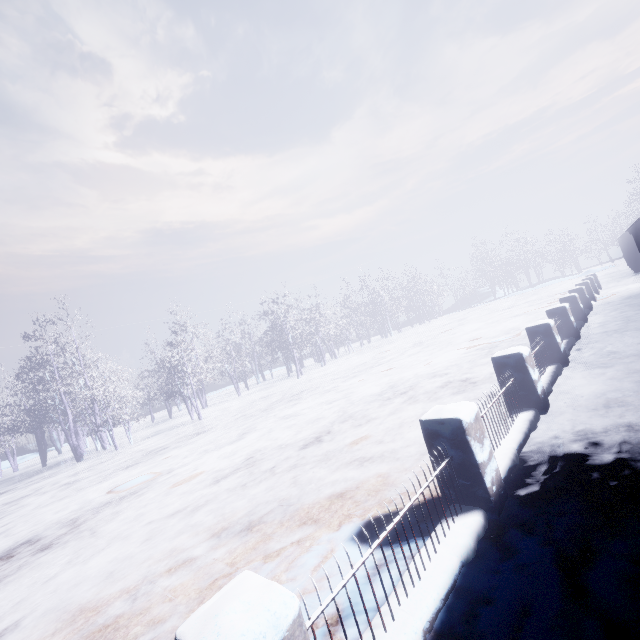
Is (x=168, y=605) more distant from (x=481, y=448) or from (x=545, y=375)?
(x=545, y=375)
